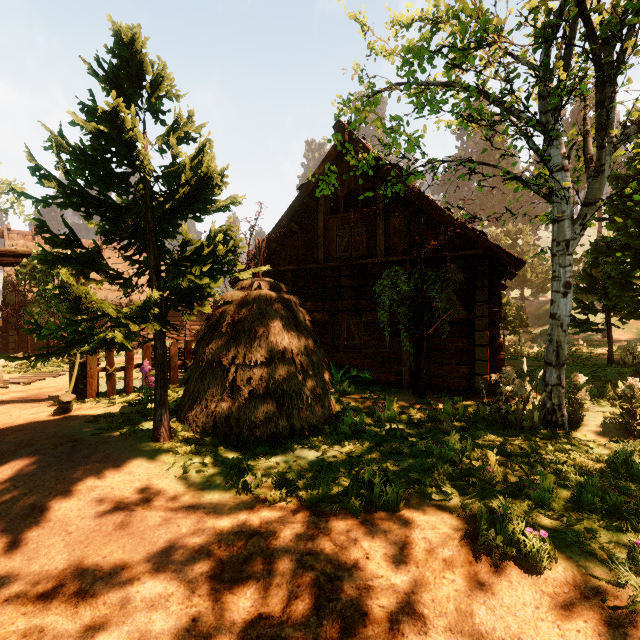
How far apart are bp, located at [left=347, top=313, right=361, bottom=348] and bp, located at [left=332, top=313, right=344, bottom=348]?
0.2 meters

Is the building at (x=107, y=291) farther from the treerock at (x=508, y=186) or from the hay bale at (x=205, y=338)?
the hay bale at (x=205, y=338)

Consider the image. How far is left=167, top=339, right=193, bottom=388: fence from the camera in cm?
895

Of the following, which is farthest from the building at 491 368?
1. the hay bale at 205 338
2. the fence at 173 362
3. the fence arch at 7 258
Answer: the hay bale at 205 338

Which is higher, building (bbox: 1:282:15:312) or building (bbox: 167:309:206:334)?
building (bbox: 1:282:15:312)

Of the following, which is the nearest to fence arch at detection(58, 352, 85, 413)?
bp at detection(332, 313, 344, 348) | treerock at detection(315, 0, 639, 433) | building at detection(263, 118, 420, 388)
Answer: building at detection(263, 118, 420, 388)

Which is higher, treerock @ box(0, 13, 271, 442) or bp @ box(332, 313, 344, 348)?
treerock @ box(0, 13, 271, 442)

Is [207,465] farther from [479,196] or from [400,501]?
[479,196]
